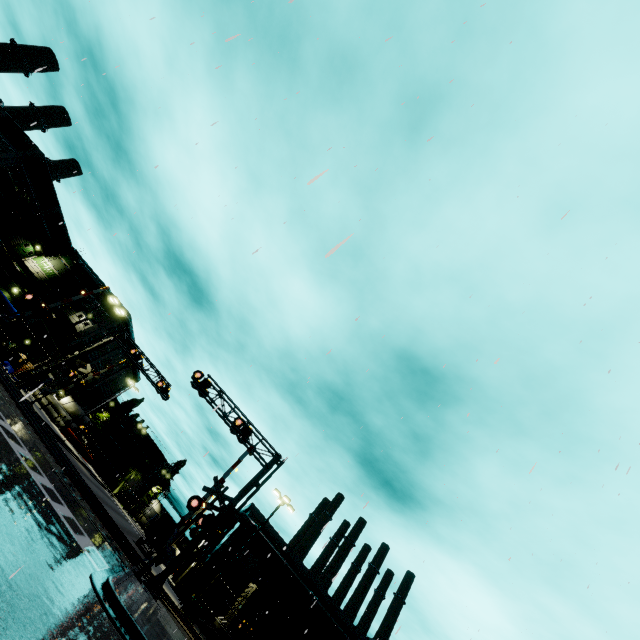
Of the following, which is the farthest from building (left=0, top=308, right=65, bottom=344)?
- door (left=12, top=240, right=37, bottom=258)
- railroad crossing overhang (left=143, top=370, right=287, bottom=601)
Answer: railroad crossing overhang (left=143, top=370, right=287, bottom=601)

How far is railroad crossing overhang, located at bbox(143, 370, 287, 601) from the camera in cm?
1580

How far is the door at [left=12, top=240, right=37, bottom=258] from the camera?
46.19m

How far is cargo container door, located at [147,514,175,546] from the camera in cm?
3419

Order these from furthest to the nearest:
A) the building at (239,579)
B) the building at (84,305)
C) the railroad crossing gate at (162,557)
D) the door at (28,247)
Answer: the building at (84,305) < the door at (28,247) < the building at (239,579) < the railroad crossing gate at (162,557)

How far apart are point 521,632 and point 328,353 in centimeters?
2323cm

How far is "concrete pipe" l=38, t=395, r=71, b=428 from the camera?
44.8m

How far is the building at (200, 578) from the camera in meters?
33.2
